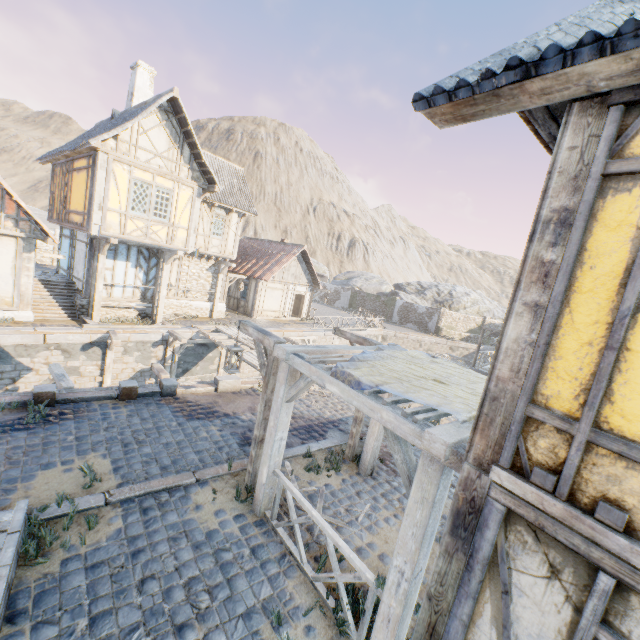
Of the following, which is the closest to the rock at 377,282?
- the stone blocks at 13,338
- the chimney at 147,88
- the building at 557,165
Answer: the stone blocks at 13,338

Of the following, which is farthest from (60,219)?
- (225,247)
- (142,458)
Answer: (142,458)

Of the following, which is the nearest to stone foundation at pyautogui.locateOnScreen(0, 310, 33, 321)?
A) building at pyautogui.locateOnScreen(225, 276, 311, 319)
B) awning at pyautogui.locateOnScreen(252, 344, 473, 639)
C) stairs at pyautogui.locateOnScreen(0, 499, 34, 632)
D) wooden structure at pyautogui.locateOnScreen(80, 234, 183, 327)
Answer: wooden structure at pyautogui.locateOnScreen(80, 234, 183, 327)

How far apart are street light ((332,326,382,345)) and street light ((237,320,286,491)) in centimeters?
230cm

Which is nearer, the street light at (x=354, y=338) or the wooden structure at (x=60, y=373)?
the street light at (x=354, y=338)

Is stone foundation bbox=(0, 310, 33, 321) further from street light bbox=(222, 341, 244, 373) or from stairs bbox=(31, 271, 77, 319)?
street light bbox=(222, 341, 244, 373)

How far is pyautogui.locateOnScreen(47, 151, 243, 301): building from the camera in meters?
12.4 m

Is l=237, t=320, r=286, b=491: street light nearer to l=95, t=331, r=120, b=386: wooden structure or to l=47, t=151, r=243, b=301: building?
l=95, t=331, r=120, b=386: wooden structure
